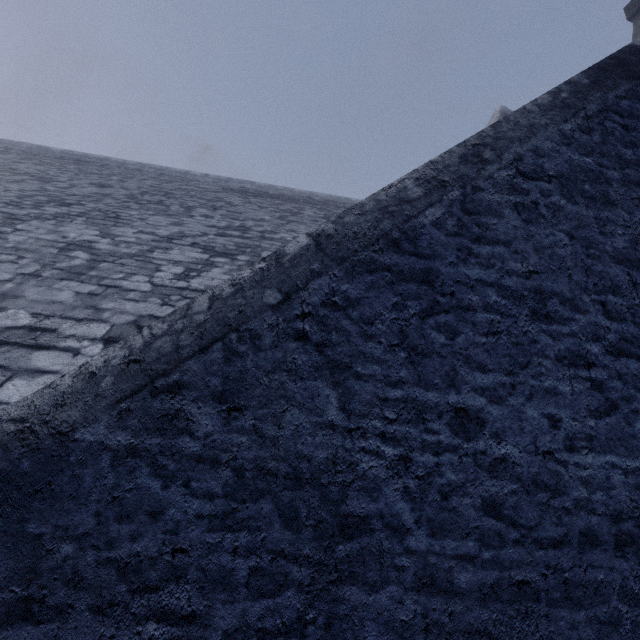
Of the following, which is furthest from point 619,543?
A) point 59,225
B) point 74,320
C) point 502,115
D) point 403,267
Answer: point 502,115
